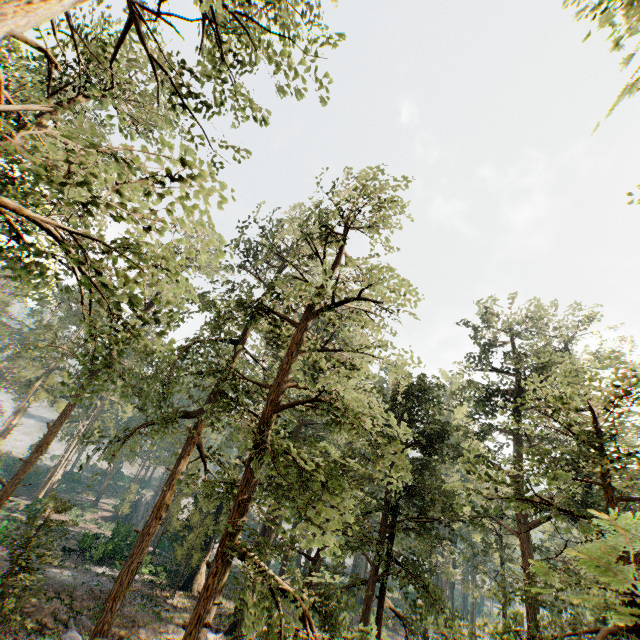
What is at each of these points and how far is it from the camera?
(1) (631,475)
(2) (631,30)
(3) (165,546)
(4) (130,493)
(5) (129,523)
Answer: (1) foliage, 6.7 meters
(2) foliage, 6.3 meters
(3) rock, 36.4 meters
(4) foliage, 51.6 meters
(5) rock, 34.3 meters

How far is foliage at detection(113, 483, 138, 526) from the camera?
49.9 meters

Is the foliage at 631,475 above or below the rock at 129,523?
above

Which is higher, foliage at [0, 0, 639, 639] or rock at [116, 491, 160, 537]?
foliage at [0, 0, 639, 639]

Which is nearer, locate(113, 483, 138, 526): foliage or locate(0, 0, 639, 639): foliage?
locate(0, 0, 639, 639): foliage

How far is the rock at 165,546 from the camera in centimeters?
3723cm

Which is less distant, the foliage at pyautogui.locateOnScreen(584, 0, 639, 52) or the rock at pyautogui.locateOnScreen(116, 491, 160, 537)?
the foliage at pyautogui.locateOnScreen(584, 0, 639, 52)

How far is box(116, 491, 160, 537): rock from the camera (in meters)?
34.16
